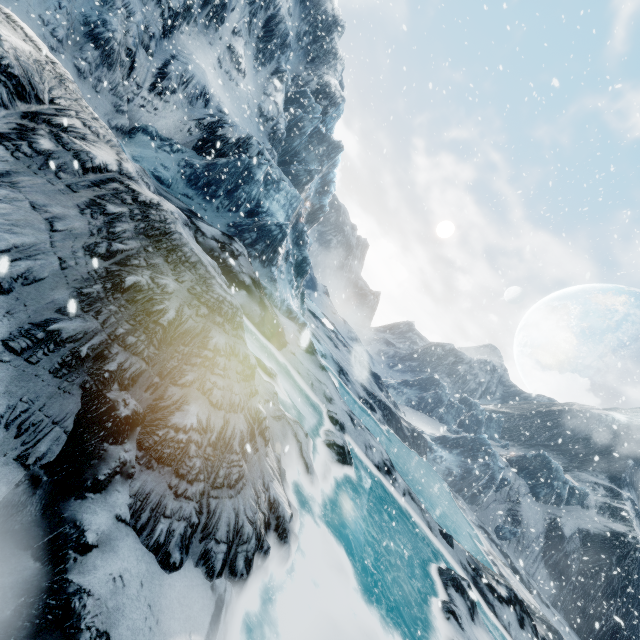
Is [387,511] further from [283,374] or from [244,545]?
[244,545]
